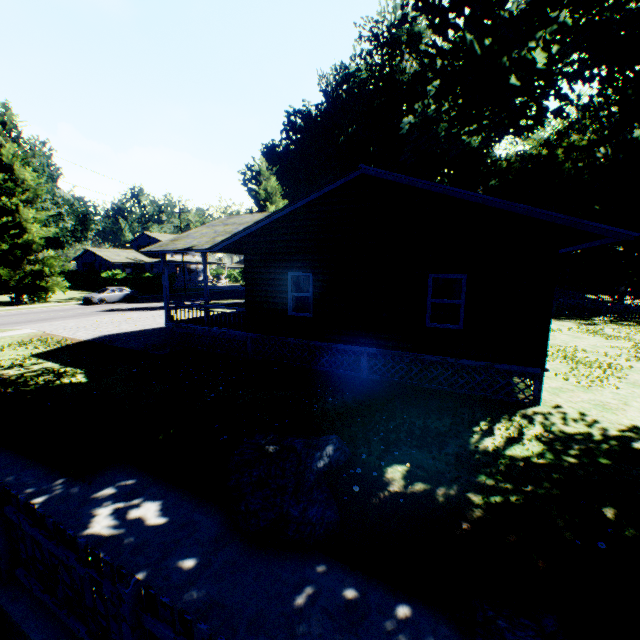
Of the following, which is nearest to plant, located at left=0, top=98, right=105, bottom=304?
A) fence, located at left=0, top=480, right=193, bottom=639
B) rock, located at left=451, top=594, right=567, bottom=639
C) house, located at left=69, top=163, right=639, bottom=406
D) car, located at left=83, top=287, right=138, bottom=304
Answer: car, located at left=83, top=287, right=138, bottom=304

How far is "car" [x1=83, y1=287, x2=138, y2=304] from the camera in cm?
3116

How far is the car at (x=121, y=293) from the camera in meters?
31.2

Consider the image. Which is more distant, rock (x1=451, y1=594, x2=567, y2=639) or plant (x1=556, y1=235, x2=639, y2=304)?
plant (x1=556, y1=235, x2=639, y2=304)

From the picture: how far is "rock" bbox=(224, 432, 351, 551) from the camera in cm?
524

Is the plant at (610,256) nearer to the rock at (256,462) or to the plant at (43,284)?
the rock at (256,462)

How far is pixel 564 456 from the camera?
6.5m

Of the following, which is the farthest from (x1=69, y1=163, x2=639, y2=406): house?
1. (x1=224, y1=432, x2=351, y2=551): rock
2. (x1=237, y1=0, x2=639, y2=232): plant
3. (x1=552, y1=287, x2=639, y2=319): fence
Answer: (x1=224, y1=432, x2=351, y2=551): rock
